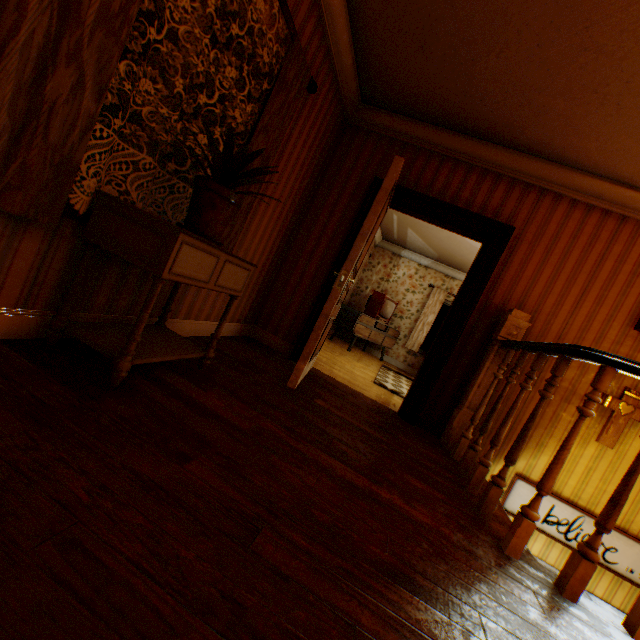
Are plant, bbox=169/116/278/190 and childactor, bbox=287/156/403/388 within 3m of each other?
yes

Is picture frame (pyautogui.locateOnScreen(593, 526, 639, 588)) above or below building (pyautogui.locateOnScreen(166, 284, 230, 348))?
below

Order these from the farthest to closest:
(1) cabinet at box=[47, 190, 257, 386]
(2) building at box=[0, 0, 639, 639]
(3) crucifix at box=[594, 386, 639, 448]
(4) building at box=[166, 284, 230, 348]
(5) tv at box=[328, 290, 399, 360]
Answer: (5) tv at box=[328, 290, 399, 360] < (3) crucifix at box=[594, 386, 639, 448] < (4) building at box=[166, 284, 230, 348] < (1) cabinet at box=[47, 190, 257, 386] < (2) building at box=[0, 0, 639, 639]

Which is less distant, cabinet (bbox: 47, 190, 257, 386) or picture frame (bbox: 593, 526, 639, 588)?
cabinet (bbox: 47, 190, 257, 386)

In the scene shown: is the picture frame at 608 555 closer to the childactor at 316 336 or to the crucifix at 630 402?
the crucifix at 630 402

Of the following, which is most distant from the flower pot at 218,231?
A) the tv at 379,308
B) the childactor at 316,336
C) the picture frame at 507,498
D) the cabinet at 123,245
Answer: the tv at 379,308

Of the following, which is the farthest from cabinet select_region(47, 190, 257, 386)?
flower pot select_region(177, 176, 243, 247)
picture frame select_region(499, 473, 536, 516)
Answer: picture frame select_region(499, 473, 536, 516)

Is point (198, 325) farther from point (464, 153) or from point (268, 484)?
point (464, 153)
